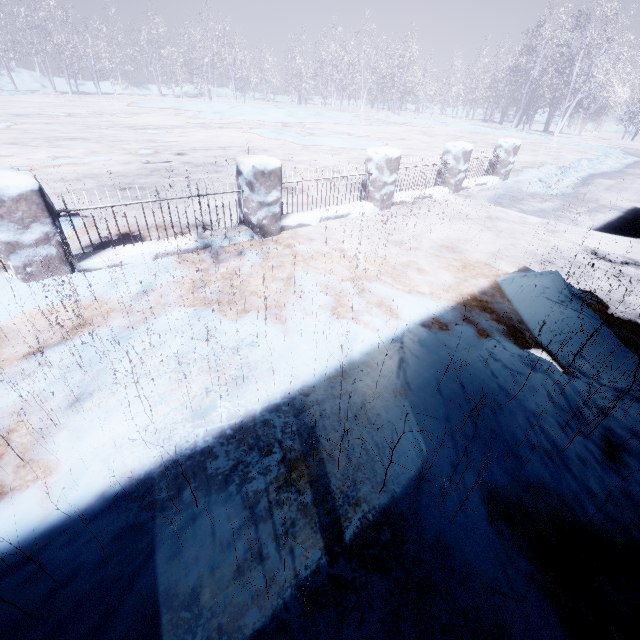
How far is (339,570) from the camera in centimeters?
126cm
